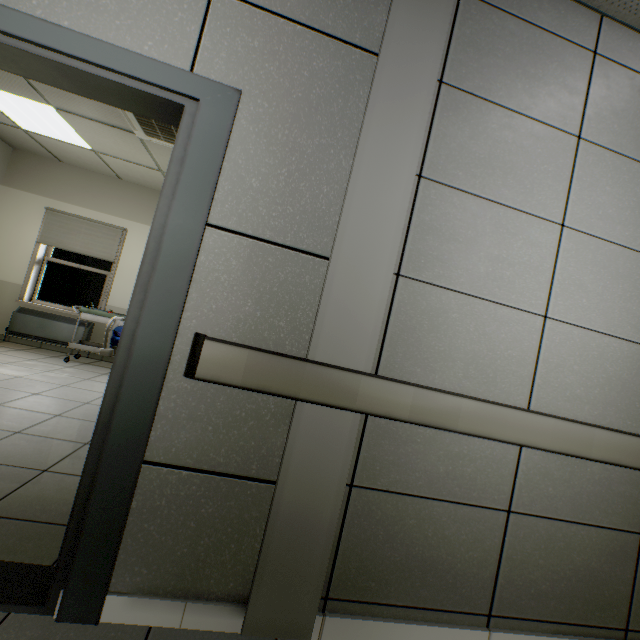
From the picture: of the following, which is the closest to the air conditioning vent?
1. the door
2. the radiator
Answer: the door

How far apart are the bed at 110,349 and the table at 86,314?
1.2m

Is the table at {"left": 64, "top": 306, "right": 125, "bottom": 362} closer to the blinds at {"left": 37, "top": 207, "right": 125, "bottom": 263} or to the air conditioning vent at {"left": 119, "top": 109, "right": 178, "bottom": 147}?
the blinds at {"left": 37, "top": 207, "right": 125, "bottom": 263}

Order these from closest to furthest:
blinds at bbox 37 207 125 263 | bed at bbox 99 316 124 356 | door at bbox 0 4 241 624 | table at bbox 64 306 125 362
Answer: door at bbox 0 4 241 624, bed at bbox 99 316 124 356, table at bbox 64 306 125 362, blinds at bbox 37 207 125 263

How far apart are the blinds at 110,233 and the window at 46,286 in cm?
26

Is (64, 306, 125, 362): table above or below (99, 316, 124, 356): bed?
above

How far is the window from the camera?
5.8 meters

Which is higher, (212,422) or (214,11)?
(214,11)
